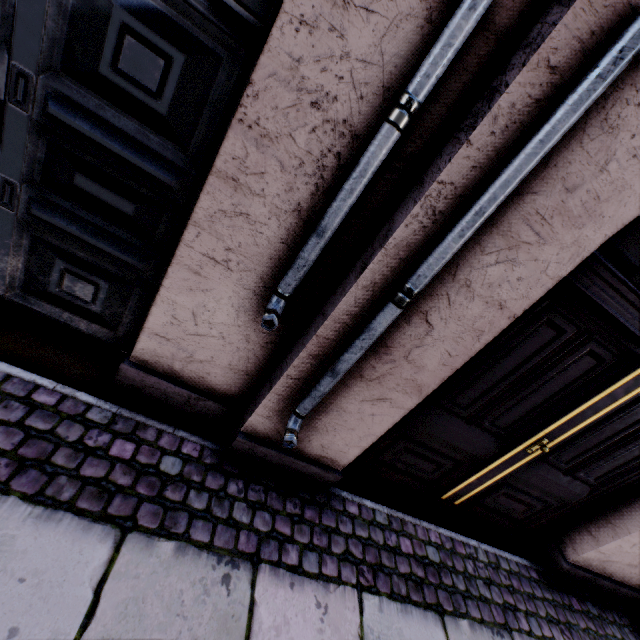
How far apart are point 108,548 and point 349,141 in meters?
→ 2.0
